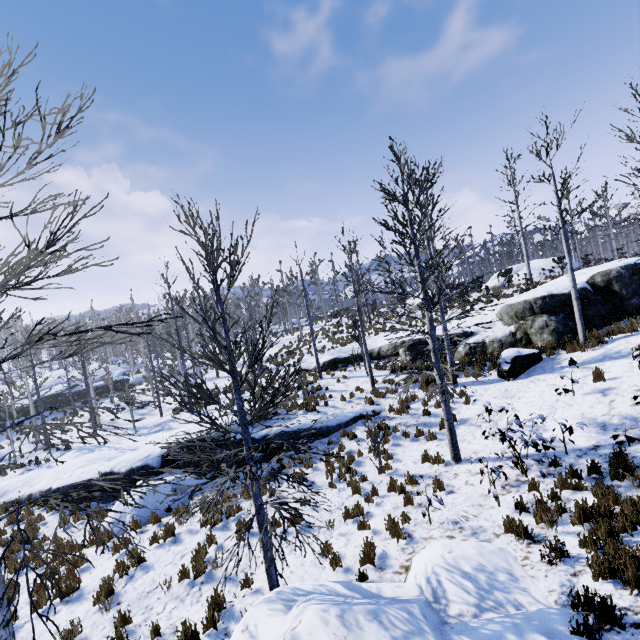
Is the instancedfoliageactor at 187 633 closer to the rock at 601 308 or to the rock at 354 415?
the rock at 354 415

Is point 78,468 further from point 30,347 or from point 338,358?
point 338,358

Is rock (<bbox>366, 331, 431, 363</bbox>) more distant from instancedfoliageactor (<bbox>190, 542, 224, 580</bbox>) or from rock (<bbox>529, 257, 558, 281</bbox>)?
rock (<bbox>529, 257, 558, 281</bbox>)

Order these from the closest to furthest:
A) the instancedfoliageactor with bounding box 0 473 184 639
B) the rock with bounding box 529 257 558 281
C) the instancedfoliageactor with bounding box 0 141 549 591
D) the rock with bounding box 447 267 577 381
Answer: the instancedfoliageactor with bounding box 0 473 184 639, the instancedfoliageactor with bounding box 0 141 549 591, the rock with bounding box 447 267 577 381, the rock with bounding box 529 257 558 281

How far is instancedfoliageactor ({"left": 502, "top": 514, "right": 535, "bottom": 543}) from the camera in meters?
5.7 m

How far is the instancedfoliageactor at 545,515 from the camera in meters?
5.7 m

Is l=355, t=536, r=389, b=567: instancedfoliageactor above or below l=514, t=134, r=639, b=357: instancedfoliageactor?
below

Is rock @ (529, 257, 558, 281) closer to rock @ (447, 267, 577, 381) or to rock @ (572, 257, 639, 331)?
rock @ (572, 257, 639, 331)
